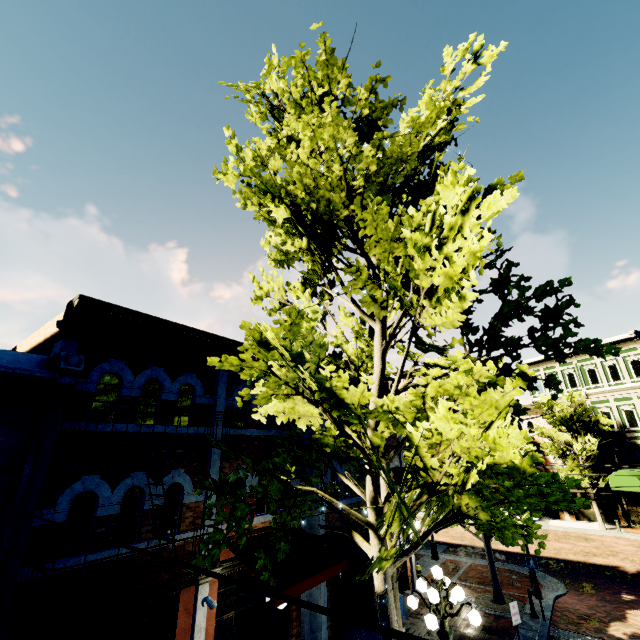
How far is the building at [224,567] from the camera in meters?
8.1 m

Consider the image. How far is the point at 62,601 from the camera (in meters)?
5.98

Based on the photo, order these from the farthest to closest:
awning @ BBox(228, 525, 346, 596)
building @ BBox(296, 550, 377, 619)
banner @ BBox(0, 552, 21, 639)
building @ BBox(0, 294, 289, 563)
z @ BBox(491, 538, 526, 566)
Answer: z @ BBox(491, 538, 526, 566), building @ BBox(296, 550, 377, 619), awning @ BBox(228, 525, 346, 596), building @ BBox(0, 294, 289, 563), banner @ BBox(0, 552, 21, 639)

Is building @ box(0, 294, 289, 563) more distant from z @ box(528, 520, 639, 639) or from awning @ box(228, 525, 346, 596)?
awning @ box(228, 525, 346, 596)

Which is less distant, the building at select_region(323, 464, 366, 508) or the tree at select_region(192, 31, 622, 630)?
the tree at select_region(192, 31, 622, 630)

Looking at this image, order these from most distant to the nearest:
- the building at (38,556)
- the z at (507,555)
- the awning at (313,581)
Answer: the z at (507,555), the awning at (313,581), the building at (38,556)

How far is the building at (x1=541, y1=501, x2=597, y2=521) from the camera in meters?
26.8 m
